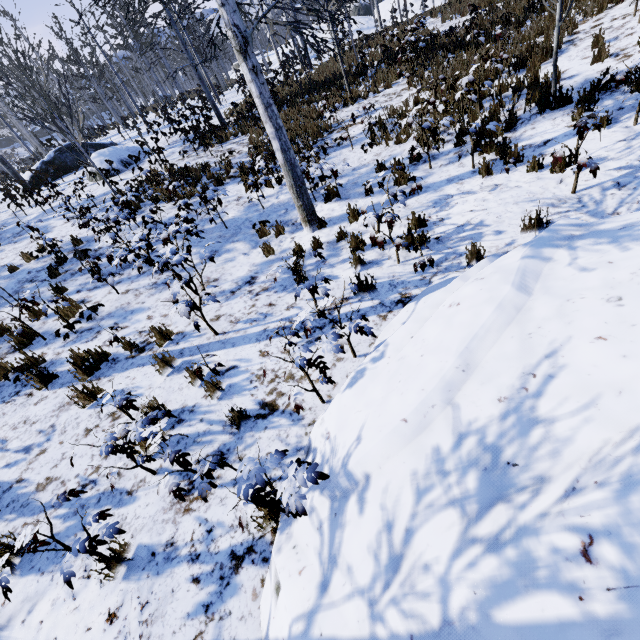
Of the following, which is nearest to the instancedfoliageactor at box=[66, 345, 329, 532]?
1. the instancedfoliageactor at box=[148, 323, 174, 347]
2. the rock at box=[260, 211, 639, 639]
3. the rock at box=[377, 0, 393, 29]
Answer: the rock at box=[260, 211, 639, 639]

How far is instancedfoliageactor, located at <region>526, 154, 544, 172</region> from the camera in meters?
5.2 m

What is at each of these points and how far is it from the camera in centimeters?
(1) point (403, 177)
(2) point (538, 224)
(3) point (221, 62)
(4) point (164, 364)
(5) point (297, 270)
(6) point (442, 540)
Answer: (1) instancedfoliageactor, 666cm
(2) instancedfoliageactor, 429cm
(3) instancedfoliageactor, 3875cm
(4) instancedfoliageactor, 472cm
(5) instancedfoliageactor, 459cm
(6) rock, 167cm

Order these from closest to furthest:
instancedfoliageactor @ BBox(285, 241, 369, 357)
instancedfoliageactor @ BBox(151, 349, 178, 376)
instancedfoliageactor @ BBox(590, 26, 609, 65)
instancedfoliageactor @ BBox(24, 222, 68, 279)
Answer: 1. instancedfoliageactor @ BBox(285, 241, 369, 357)
2. instancedfoliageactor @ BBox(151, 349, 178, 376)
3. instancedfoliageactor @ BBox(590, 26, 609, 65)
4. instancedfoliageactor @ BBox(24, 222, 68, 279)

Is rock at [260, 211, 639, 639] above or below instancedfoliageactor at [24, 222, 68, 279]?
below

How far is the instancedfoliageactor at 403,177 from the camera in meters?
5.9 m
